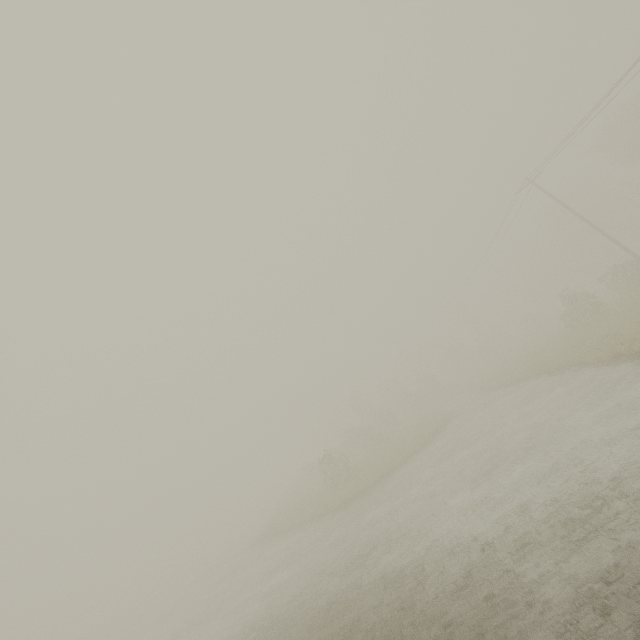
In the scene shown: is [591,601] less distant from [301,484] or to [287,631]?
[287,631]

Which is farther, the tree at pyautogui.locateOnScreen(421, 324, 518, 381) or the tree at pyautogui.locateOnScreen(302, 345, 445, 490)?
the tree at pyautogui.locateOnScreen(421, 324, 518, 381)

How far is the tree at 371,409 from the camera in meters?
24.0 m

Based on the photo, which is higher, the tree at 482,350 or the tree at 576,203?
the tree at 576,203

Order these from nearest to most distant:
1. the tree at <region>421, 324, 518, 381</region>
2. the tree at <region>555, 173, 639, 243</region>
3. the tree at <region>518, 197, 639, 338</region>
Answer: the tree at <region>518, 197, 639, 338</region> → the tree at <region>421, 324, 518, 381</region> → the tree at <region>555, 173, 639, 243</region>

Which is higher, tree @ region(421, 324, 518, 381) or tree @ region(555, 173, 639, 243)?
tree @ region(555, 173, 639, 243)
